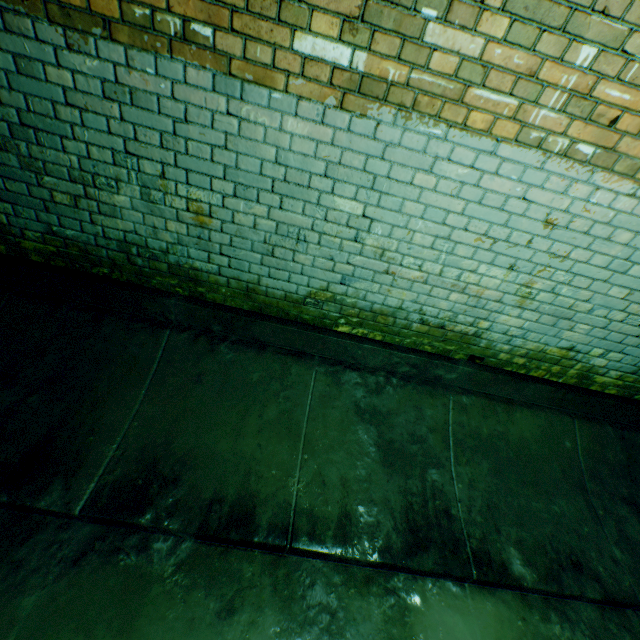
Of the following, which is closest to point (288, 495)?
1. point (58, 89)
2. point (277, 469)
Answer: point (277, 469)
